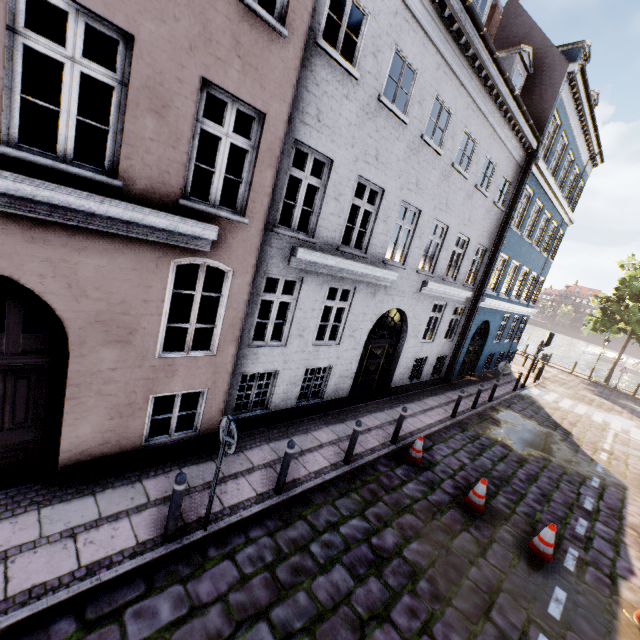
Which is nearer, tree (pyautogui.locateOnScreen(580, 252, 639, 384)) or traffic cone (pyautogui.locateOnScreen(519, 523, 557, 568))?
traffic cone (pyautogui.locateOnScreen(519, 523, 557, 568))

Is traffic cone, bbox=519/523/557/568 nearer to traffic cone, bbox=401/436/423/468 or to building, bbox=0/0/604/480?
traffic cone, bbox=401/436/423/468

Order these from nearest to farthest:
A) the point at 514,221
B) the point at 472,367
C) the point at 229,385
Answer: the point at 229,385 → the point at 514,221 → the point at 472,367

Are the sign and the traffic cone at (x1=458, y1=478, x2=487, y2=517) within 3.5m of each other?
no

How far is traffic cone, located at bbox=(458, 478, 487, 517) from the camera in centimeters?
717cm

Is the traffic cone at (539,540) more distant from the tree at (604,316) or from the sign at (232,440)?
the tree at (604,316)

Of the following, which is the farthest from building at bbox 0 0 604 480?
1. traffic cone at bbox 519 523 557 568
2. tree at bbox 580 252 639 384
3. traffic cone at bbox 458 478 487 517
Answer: traffic cone at bbox 519 523 557 568

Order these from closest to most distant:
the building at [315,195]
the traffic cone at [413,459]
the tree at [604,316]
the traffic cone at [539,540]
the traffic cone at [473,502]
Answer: the building at [315,195] < the traffic cone at [539,540] < the traffic cone at [473,502] < the traffic cone at [413,459] < the tree at [604,316]
